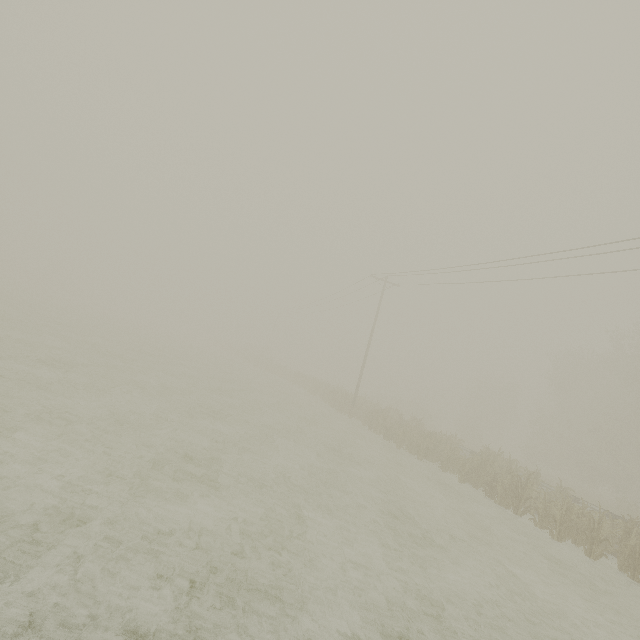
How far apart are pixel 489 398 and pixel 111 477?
57.9 meters
